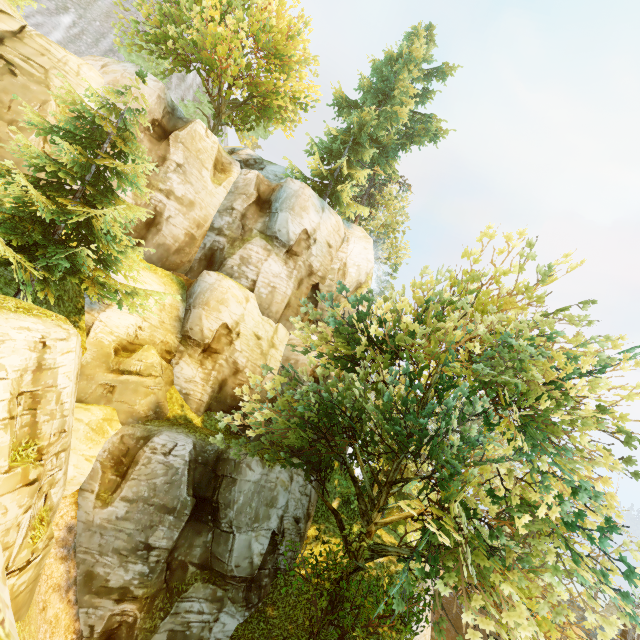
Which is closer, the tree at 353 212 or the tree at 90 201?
the tree at 353 212

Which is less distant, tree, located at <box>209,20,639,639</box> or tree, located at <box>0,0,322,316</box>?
tree, located at <box>209,20,639,639</box>

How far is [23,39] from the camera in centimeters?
1525cm
